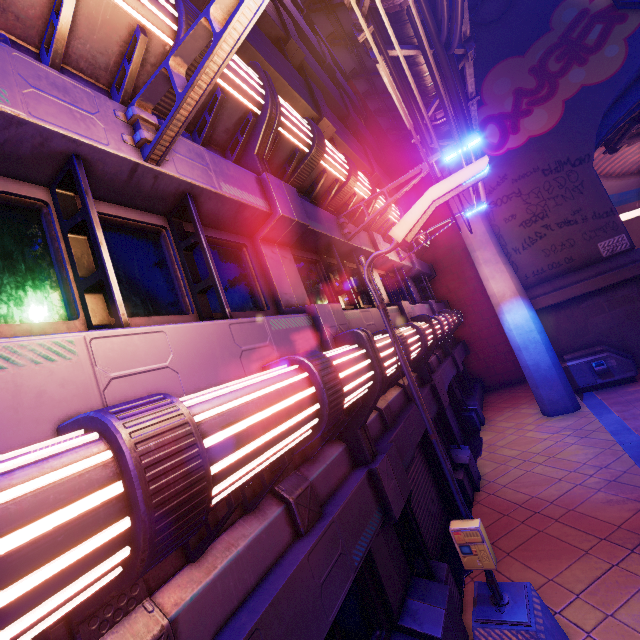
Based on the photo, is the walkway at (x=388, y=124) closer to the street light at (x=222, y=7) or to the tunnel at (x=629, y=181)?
the street light at (x=222, y=7)

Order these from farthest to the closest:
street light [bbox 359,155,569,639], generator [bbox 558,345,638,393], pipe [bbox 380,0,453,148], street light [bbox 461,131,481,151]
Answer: generator [bbox 558,345,638,393]
pipe [bbox 380,0,453,148]
street light [bbox 461,131,481,151]
street light [bbox 359,155,569,639]

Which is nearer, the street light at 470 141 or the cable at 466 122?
the cable at 466 122

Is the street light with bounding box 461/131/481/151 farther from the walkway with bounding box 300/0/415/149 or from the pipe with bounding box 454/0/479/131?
the walkway with bounding box 300/0/415/149

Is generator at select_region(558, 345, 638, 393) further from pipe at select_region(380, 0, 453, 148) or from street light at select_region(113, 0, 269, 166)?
street light at select_region(113, 0, 269, 166)

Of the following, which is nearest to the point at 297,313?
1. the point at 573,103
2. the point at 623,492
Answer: the point at 623,492

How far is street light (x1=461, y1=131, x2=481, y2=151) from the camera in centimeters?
608cm

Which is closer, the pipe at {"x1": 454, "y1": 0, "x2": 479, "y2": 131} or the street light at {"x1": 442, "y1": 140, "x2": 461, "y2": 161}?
the street light at {"x1": 442, "y1": 140, "x2": 461, "y2": 161}
